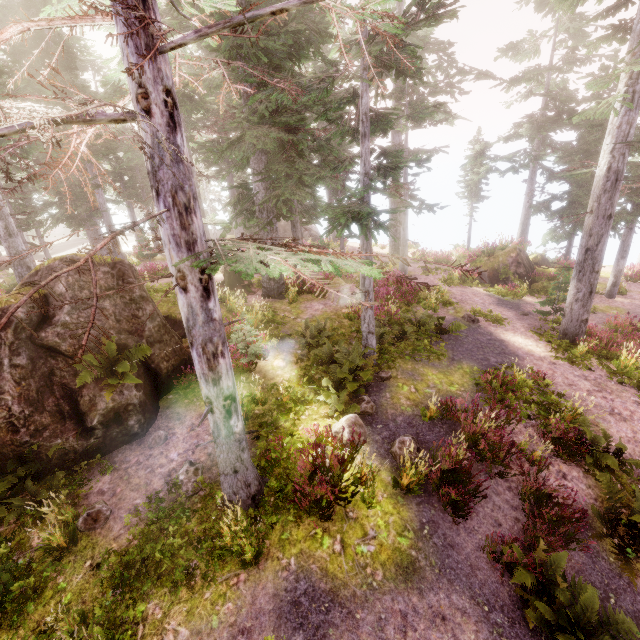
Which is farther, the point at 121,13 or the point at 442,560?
the point at 442,560

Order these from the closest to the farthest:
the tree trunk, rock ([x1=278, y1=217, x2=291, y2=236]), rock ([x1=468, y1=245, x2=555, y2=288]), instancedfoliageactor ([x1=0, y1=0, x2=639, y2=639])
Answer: instancedfoliageactor ([x1=0, y1=0, x2=639, y2=639]) < the tree trunk < rock ([x1=468, y1=245, x2=555, y2=288]) < rock ([x1=278, y1=217, x2=291, y2=236])

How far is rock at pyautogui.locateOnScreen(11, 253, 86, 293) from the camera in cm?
759

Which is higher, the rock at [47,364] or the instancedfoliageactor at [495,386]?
the rock at [47,364]

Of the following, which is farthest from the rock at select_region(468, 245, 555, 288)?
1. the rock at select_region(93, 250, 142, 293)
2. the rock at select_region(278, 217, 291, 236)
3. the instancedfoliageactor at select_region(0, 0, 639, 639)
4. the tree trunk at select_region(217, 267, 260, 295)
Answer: the rock at select_region(278, 217, 291, 236)

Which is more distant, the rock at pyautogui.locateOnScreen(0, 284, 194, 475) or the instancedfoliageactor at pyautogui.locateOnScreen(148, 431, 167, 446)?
the instancedfoliageactor at pyautogui.locateOnScreen(148, 431, 167, 446)

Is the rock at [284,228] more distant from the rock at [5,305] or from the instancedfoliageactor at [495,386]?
the rock at [5,305]

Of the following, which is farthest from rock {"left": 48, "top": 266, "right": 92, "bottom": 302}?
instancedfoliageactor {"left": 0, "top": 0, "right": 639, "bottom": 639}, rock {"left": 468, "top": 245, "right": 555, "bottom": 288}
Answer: rock {"left": 468, "top": 245, "right": 555, "bottom": 288}
